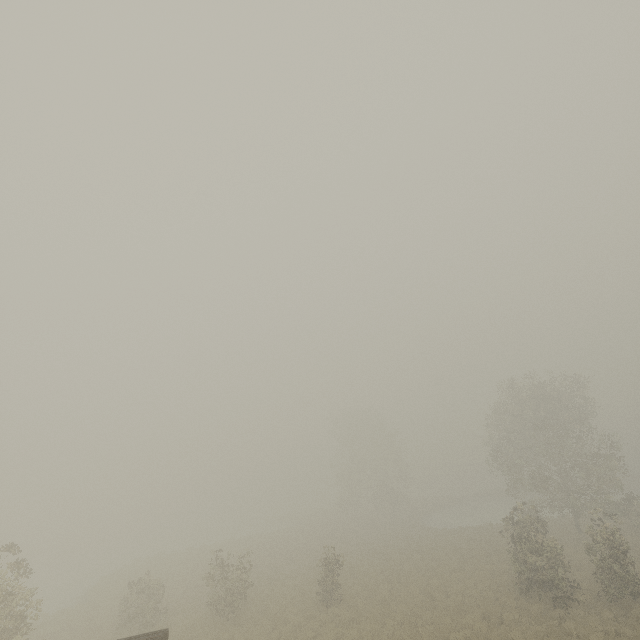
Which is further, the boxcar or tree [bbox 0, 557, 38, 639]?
tree [bbox 0, 557, 38, 639]

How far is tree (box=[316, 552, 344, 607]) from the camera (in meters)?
20.92

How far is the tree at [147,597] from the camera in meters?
20.7 m

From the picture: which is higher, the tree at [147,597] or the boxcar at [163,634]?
the boxcar at [163,634]

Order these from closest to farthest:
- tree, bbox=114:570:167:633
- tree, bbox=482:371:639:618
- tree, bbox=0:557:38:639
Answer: tree, bbox=0:557:38:639 < tree, bbox=482:371:639:618 < tree, bbox=114:570:167:633

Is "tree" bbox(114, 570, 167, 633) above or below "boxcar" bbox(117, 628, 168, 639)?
below

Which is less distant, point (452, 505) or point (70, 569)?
point (70, 569)
